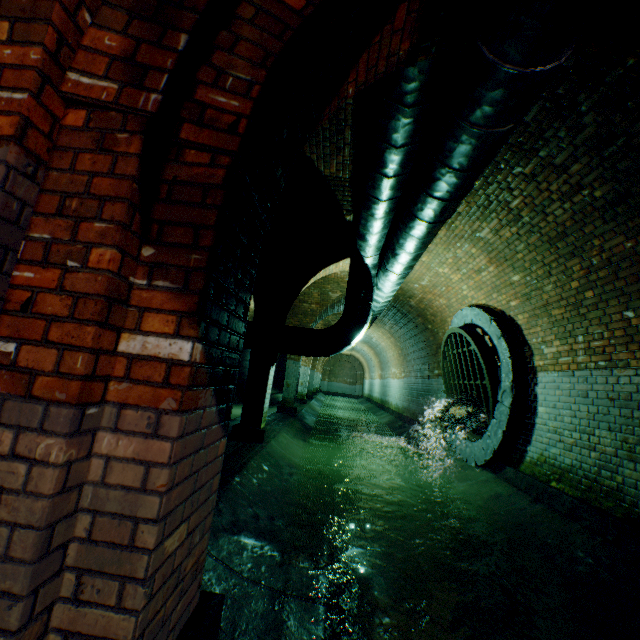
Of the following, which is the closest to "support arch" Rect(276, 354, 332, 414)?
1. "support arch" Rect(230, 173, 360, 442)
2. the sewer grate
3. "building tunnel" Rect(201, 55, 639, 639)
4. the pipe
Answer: "building tunnel" Rect(201, 55, 639, 639)

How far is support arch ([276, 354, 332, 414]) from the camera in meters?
11.0 m

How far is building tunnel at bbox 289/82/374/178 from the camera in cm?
364

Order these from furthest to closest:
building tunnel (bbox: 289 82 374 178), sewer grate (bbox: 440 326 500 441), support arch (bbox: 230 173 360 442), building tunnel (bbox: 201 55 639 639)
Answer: sewer grate (bbox: 440 326 500 441), support arch (bbox: 230 173 360 442), building tunnel (bbox: 289 82 374 178), building tunnel (bbox: 201 55 639 639)

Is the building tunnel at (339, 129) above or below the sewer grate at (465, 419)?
above

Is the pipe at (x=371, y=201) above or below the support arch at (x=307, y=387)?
above

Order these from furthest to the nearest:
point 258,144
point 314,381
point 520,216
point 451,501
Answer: point 314,381 → point 451,501 → point 520,216 → point 258,144

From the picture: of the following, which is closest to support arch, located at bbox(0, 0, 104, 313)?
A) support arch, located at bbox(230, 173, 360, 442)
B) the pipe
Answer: the pipe
